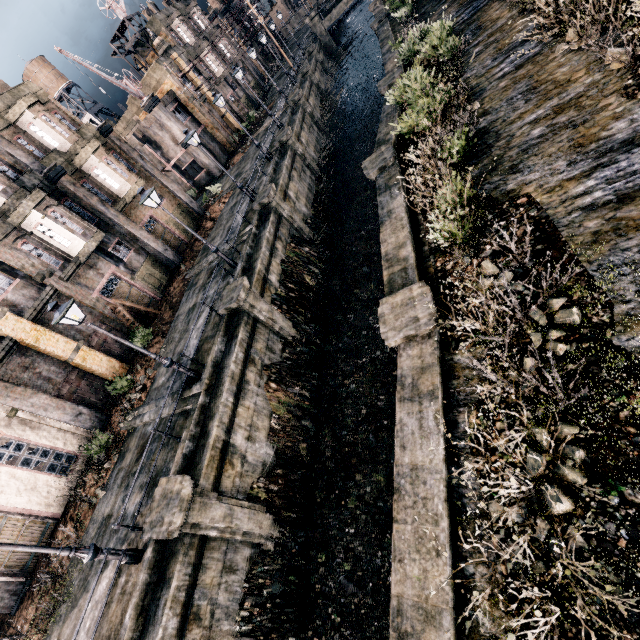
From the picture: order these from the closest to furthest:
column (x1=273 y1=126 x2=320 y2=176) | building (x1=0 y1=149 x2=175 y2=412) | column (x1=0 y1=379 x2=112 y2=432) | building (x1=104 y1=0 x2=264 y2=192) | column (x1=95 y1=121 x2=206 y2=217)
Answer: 1. column (x1=0 y1=379 x2=112 y2=432)
2. building (x1=0 y1=149 x2=175 y2=412)
3. column (x1=95 y1=121 x2=206 y2=217)
4. column (x1=273 y1=126 x2=320 y2=176)
5. building (x1=104 y1=0 x2=264 y2=192)

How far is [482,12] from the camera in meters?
16.5 m

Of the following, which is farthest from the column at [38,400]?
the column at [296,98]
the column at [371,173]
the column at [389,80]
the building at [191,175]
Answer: the column at [296,98]

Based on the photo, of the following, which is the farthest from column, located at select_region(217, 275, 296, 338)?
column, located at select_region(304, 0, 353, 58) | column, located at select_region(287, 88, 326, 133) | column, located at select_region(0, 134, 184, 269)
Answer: column, located at select_region(304, 0, 353, 58)

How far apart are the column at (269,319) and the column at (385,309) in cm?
762

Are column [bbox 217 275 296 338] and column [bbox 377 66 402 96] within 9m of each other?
no

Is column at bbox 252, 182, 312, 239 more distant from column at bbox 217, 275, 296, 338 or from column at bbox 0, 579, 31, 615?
column at bbox 0, 579, 31, 615

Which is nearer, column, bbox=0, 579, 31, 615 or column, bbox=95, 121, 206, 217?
column, bbox=0, 579, 31, 615
